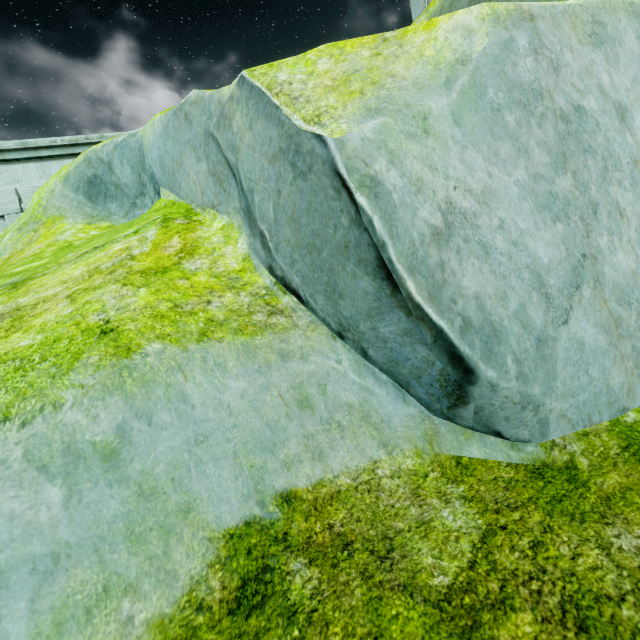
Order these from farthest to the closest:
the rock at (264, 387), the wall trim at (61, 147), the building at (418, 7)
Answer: A: the building at (418, 7) < the wall trim at (61, 147) < the rock at (264, 387)

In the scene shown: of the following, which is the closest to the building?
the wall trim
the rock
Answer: the rock

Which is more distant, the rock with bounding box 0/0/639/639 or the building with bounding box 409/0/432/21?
the building with bounding box 409/0/432/21

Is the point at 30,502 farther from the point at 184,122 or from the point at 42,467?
the point at 184,122

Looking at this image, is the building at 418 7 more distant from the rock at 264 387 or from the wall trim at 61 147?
the wall trim at 61 147

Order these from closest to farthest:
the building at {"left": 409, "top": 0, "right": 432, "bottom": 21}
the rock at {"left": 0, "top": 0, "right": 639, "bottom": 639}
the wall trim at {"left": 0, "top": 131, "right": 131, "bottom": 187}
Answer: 1. the rock at {"left": 0, "top": 0, "right": 639, "bottom": 639}
2. the wall trim at {"left": 0, "top": 131, "right": 131, "bottom": 187}
3. the building at {"left": 409, "top": 0, "right": 432, "bottom": 21}

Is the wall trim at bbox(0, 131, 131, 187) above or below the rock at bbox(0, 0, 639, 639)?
above
